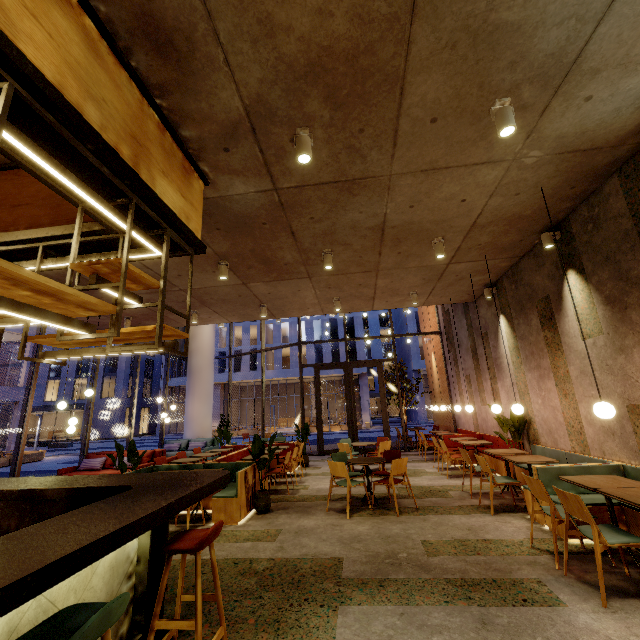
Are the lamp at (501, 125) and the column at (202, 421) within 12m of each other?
no

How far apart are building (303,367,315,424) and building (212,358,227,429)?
0.0m

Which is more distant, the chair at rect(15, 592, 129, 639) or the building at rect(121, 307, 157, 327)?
the building at rect(121, 307, 157, 327)

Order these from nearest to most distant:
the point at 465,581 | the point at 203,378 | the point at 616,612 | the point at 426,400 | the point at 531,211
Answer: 1. the point at 616,612
2. the point at 465,581
3. the point at 531,211
4. the point at 203,378
5. the point at 426,400

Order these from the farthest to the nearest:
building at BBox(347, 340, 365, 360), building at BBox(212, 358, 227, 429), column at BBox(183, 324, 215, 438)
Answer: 1. building at BBox(212, 358, 227, 429)
2. building at BBox(347, 340, 365, 360)
3. column at BBox(183, 324, 215, 438)

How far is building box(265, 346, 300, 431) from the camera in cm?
3806

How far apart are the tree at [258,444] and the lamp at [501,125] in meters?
5.7

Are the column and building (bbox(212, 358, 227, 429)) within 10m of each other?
no
